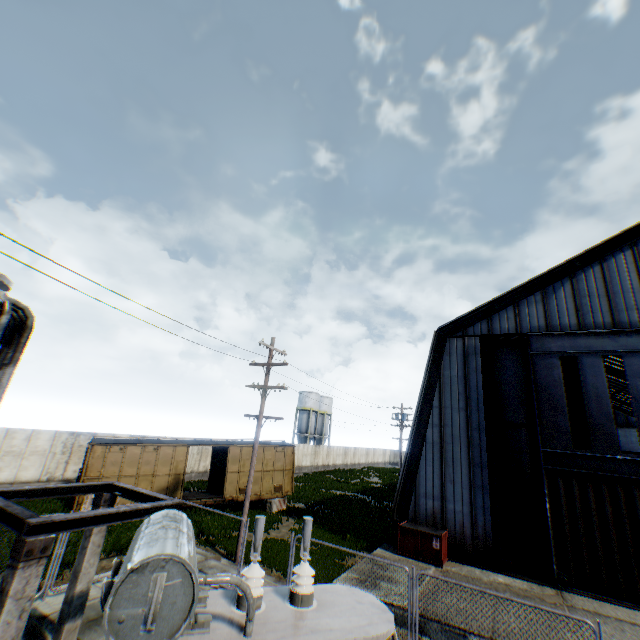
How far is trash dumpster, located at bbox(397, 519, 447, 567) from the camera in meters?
13.6

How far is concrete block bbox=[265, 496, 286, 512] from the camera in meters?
21.8

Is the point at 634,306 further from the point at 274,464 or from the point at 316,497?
the point at 316,497

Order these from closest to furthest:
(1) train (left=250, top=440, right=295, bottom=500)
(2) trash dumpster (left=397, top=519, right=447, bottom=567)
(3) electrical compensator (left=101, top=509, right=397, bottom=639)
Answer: (3) electrical compensator (left=101, top=509, right=397, bottom=639) < (2) trash dumpster (left=397, top=519, right=447, bottom=567) < (1) train (left=250, top=440, right=295, bottom=500)

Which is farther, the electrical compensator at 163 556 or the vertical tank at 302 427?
Result: the vertical tank at 302 427

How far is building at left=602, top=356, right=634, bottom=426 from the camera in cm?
3566

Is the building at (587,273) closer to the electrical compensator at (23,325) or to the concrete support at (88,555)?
the concrete support at (88,555)

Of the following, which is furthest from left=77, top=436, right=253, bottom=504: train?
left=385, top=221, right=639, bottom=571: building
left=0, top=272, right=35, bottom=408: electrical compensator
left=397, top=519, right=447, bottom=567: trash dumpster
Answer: left=0, top=272, right=35, bottom=408: electrical compensator
